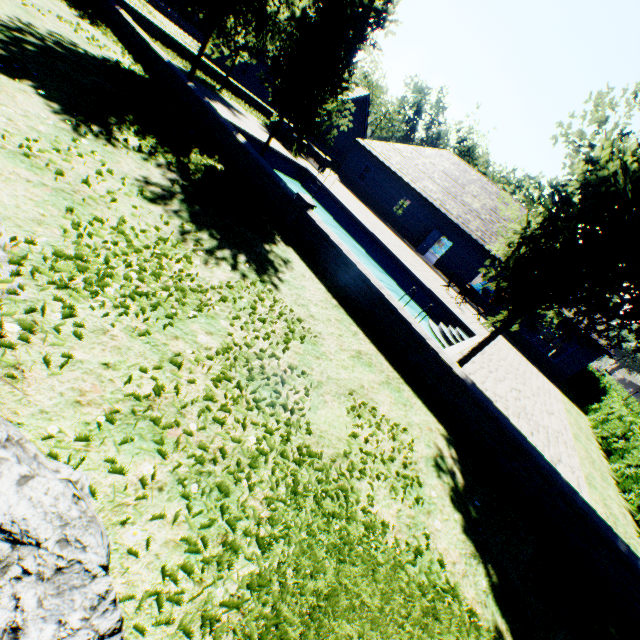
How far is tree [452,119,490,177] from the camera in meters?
52.2

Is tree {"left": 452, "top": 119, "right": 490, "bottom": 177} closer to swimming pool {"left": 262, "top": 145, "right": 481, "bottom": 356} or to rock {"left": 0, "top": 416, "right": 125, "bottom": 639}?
swimming pool {"left": 262, "top": 145, "right": 481, "bottom": 356}

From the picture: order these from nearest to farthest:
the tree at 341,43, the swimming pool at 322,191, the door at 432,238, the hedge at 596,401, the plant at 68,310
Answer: the plant at 68,310 < the tree at 341,43 < the hedge at 596,401 < the swimming pool at 322,191 < the door at 432,238

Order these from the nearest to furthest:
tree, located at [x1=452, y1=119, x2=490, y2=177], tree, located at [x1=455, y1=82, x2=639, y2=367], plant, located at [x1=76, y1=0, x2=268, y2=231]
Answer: tree, located at [x1=455, y1=82, x2=639, y2=367] → plant, located at [x1=76, y1=0, x2=268, y2=231] → tree, located at [x1=452, y1=119, x2=490, y2=177]

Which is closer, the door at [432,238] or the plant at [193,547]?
the plant at [193,547]

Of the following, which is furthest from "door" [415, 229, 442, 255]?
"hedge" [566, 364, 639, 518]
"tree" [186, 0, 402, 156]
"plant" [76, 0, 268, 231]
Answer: "plant" [76, 0, 268, 231]

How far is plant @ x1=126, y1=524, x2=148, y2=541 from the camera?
2.0m

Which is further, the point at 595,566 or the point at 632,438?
the point at 632,438
